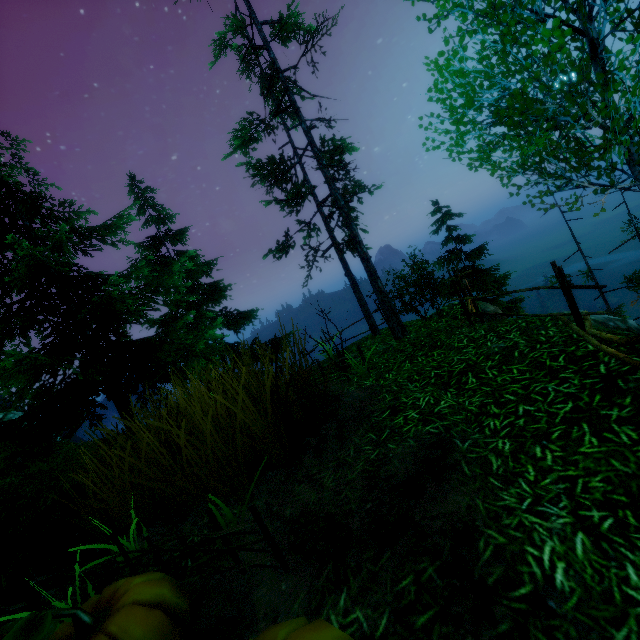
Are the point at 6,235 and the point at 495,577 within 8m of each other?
no

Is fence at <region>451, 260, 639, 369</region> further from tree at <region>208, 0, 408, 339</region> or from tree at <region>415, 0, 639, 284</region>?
tree at <region>208, 0, 408, 339</region>

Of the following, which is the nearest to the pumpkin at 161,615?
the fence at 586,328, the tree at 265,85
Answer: the fence at 586,328

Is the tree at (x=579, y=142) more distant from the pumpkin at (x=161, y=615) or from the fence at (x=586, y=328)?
the pumpkin at (x=161, y=615)

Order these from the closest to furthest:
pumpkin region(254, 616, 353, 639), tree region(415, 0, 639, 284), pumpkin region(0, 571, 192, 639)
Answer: pumpkin region(254, 616, 353, 639), pumpkin region(0, 571, 192, 639), tree region(415, 0, 639, 284)

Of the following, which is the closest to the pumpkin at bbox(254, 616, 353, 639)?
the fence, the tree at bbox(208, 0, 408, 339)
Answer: the fence

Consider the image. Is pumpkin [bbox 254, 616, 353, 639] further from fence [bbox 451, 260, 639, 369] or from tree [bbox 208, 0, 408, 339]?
tree [bbox 208, 0, 408, 339]

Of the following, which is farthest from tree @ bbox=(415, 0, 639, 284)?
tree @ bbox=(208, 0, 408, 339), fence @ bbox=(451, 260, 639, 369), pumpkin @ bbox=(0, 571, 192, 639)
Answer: pumpkin @ bbox=(0, 571, 192, 639)
